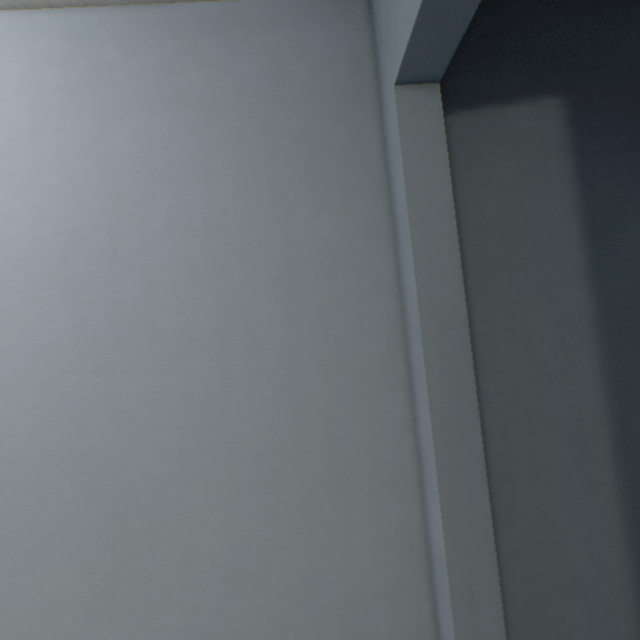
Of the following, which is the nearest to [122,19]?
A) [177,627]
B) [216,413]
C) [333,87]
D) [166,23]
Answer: [166,23]
